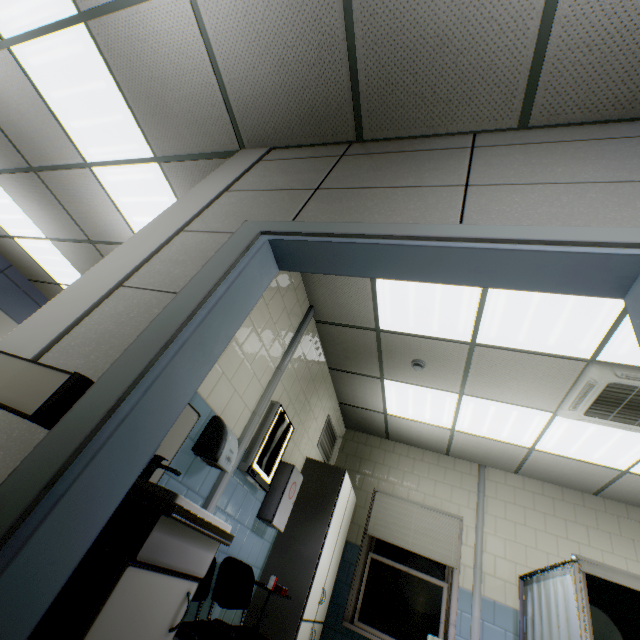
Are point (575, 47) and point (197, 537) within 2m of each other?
no

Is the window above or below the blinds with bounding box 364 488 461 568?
below

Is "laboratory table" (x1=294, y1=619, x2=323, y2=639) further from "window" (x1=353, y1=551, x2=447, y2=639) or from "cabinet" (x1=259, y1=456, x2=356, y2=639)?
"window" (x1=353, y1=551, x2=447, y2=639)

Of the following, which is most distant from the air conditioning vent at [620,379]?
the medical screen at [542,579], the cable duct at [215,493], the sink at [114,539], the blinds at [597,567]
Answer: the sink at [114,539]

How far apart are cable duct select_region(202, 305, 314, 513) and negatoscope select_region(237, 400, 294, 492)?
0.11m

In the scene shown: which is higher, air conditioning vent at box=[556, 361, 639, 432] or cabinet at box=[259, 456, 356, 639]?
air conditioning vent at box=[556, 361, 639, 432]

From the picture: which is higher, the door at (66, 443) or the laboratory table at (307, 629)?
the door at (66, 443)

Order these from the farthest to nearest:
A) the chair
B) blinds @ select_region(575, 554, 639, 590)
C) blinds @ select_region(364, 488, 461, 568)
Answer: blinds @ select_region(364, 488, 461, 568), blinds @ select_region(575, 554, 639, 590), the chair
